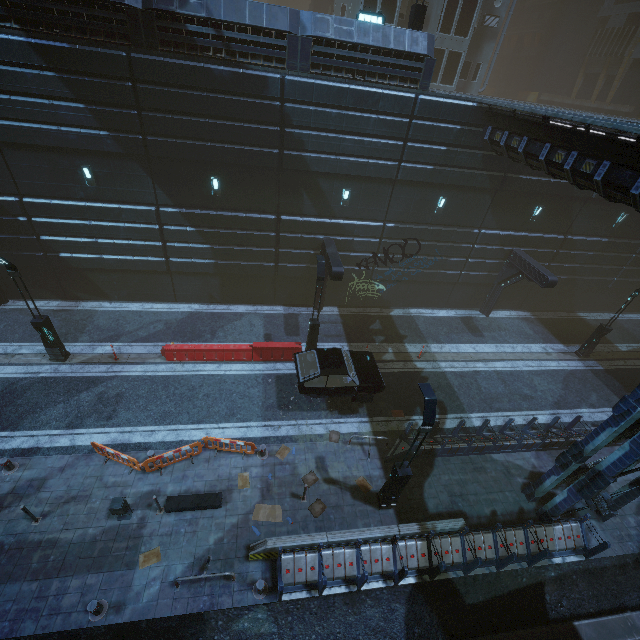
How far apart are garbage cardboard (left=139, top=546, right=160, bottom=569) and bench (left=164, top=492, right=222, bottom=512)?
0.9m

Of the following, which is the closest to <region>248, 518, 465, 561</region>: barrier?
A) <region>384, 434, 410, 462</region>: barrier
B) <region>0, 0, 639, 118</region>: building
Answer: <region>0, 0, 639, 118</region>: building

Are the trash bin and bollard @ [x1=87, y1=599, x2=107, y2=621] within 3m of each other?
yes

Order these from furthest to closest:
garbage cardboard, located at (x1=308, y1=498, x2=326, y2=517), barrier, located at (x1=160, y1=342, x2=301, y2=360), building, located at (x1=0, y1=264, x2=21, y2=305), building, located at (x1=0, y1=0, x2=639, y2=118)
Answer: building, located at (x1=0, y1=264, x2=21, y2=305) < barrier, located at (x1=160, y1=342, x2=301, y2=360) < building, located at (x1=0, y1=0, x2=639, y2=118) < garbage cardboard, located at (x1=308, y1=498, x2=326, y2=517)

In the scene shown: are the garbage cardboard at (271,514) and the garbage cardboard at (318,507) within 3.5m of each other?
yes

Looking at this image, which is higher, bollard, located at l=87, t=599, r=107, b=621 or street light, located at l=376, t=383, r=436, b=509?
street light, located at l=376, t=383, r=436, b=509

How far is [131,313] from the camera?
18.5 meters

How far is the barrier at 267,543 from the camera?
9.9m
